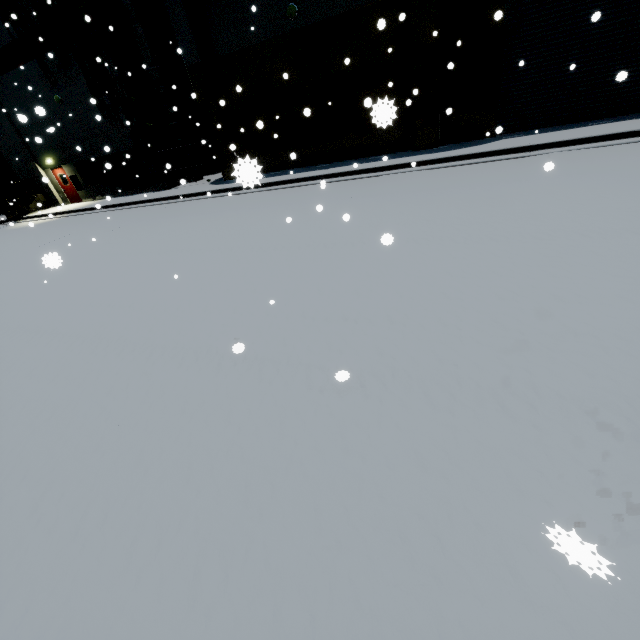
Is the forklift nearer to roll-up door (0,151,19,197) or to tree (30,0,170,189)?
roll-up door (0,151,19,197)

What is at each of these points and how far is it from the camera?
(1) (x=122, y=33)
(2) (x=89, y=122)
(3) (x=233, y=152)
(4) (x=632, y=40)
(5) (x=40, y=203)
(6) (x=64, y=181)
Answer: (1) building, 16.3m
(2) building, 18.7m
(3) building, 16.5m
(4) roll-up door, 10.0m
(5) forklift, 15.0m
(6) door, 22.4m

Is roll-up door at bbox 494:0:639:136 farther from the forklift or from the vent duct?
the forklift

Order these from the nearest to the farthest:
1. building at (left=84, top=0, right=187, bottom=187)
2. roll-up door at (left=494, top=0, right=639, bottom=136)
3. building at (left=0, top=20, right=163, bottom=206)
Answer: roll-up door at (left=494, top=0, right=639, bottom=136), building at (left=84, top=0, right=187, bottom=187), building at (left=0, top=20, right=163, bottom=206)

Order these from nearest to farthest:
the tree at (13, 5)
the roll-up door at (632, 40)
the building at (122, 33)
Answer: the roll-up door at (632, 40), the building at (122, 33), the tree at (13, 5)

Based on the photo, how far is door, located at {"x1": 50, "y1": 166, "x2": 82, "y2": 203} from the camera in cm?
2191

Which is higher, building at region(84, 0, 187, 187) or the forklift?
building at region(84, 0, 187, 187)

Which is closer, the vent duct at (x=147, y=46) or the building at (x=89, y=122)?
the vent duct at (x=147, y=46)
